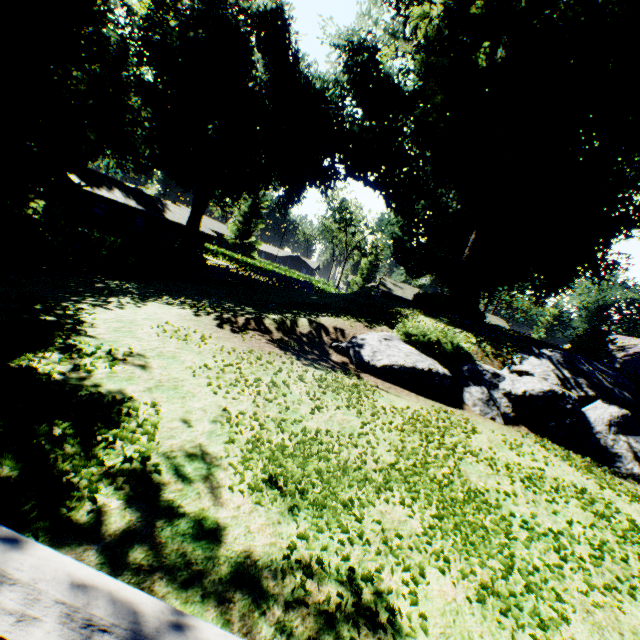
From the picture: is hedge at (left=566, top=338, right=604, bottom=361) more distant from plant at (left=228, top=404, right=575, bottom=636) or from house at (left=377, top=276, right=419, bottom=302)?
house at (left=377, top=276, right=419, bottom=302)

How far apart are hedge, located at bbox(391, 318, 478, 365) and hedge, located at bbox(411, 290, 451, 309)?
8.46m

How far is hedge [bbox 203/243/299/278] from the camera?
52.4m

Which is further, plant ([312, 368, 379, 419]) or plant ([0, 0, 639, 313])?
plant ([0, 0, 639, 313])

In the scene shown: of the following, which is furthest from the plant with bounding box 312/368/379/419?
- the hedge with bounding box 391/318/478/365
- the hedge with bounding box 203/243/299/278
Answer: the hedge with bounding box 391/318/478/365

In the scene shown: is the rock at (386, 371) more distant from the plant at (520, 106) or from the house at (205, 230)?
the house at (205, 230)

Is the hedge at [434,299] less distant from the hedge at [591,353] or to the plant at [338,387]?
the plant at [338,387]

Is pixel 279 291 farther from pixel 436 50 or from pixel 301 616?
pixel 301 616
